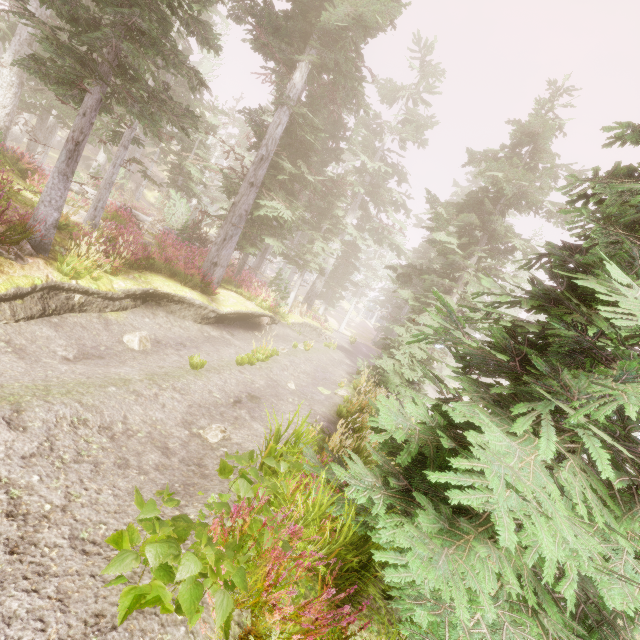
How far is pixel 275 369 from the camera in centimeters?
1161cm

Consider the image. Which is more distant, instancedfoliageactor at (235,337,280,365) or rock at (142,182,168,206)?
rock at (142,182,168,206)

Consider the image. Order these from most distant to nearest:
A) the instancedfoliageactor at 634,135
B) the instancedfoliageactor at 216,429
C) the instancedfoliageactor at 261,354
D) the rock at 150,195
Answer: the rock at 150,195
the instancedfoliageactor at 261,354
the instancedfoliageactor at 216,429
the instancedfoliageactor at 634,135

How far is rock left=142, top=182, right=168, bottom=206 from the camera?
47.4m

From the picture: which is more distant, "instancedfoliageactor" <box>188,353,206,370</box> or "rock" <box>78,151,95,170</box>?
"rock" <box>78,151,95,170</box>

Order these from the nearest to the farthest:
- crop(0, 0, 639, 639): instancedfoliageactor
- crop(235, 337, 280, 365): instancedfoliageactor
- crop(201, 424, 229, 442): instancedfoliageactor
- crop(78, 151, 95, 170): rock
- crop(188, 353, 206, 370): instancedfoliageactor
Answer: crop(0, 0, 639, 639): instancedfoliageactor → crop(201, 424, 229, 442): instancedfoliageactor → crop(188, 353, 206, 370): instancedfoliageactor → crop(235, 337, 280, 365): instancedfoliageactor → crop(78, 151, 95, 170): rock

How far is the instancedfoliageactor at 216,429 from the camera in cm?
566
